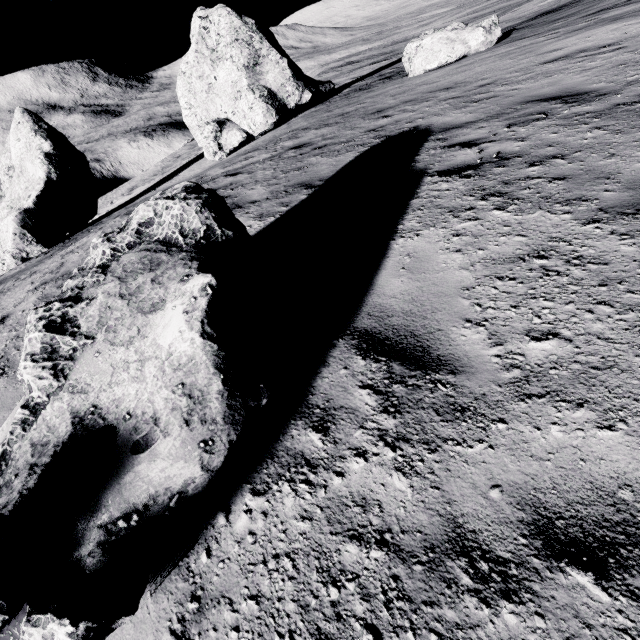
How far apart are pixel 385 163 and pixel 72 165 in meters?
18.1

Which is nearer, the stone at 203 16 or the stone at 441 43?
the stone at 441 43

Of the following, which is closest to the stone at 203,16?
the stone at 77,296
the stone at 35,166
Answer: the stone at 35,166

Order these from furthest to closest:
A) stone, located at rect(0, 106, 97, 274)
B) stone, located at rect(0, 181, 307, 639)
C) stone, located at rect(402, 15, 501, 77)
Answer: stone, located at rect(0, 106, 97, 274), stone, located at rect(402, 15, 501, 77), stone, located at rect(0, 181, 307, 639)

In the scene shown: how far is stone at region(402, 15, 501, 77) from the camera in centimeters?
1136cm

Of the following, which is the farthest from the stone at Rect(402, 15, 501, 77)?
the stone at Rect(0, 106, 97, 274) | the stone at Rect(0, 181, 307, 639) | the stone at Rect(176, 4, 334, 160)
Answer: the stone at Rect(0, 106, 97, 274)

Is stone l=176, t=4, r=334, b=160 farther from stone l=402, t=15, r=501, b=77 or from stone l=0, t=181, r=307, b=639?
stone l=0, t=181, r=307, b=639

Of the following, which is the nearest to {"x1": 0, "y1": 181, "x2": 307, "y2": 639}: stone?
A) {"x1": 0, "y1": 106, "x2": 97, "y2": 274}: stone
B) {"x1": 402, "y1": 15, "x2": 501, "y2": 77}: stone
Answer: {"x1": 402, "y1": 15, "x2": 501, "y2": 77}: stone
